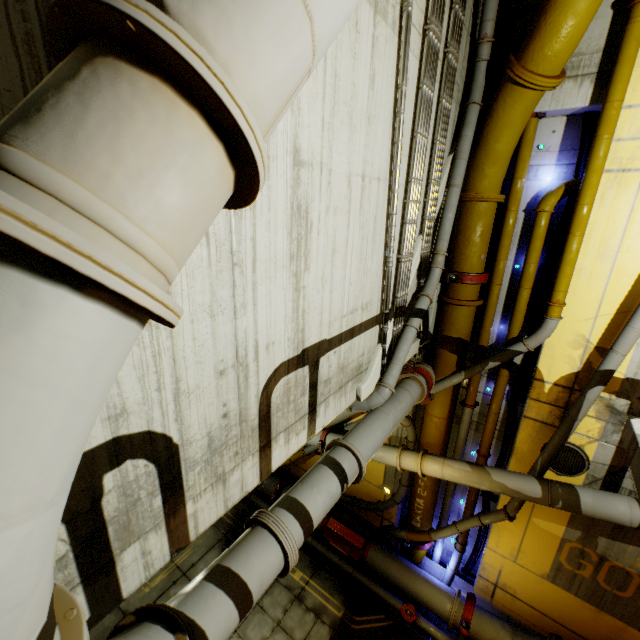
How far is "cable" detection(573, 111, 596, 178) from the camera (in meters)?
5.68

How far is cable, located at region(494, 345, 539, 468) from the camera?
7.16m

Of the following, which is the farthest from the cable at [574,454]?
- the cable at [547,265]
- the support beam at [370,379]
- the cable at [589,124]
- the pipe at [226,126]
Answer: the cable at [589,124]

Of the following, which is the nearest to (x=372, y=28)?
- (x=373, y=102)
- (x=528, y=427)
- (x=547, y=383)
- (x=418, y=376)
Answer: (x=373, y=102)

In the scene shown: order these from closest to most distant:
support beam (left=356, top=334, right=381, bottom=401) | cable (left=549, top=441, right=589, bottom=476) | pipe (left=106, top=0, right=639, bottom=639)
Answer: pipe (left=106, top=0, right=639, bottom=639), support beam (left=356, top=334, right=381, bottom=401), cable (left=549, top=441, right=589, bottom=476)

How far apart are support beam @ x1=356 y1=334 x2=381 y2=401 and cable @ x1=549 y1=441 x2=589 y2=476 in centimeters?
409cm

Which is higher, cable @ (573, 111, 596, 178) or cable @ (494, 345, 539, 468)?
cable @ (573, 111, 596, 178)

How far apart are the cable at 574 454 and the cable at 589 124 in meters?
5.3 m
